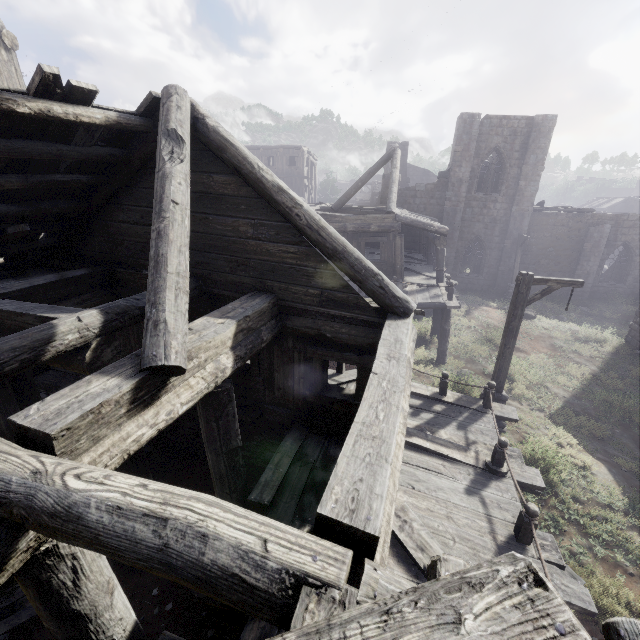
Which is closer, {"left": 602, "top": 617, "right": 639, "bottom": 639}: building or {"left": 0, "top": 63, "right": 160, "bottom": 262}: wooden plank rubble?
{"left": 602, "top": 617, "right": 639, "bottom": 639}: building

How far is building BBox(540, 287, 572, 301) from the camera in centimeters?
2400cm

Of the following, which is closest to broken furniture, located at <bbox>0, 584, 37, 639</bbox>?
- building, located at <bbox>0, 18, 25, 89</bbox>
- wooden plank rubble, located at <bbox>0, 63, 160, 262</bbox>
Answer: building, located at <bbox>0, 18, 25, 89</bbox>

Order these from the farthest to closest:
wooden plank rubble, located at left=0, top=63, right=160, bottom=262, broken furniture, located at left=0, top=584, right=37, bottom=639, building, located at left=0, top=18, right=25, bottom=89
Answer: building, located at left=0, top=18, right=25, bottom=89
broken furniture, located at left=0, top=584, right=37, bottom=639
wooden plank rubble, located at left=0, top=63, right=160, bottom=262

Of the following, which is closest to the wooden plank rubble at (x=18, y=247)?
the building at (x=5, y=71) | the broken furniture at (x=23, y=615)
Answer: the building at (x=5, y=71)

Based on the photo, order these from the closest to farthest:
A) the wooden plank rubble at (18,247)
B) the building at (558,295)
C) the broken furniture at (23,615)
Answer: the wooden plank rubble at (18,247), the broken furniture at (23,615), the building at (558,295)

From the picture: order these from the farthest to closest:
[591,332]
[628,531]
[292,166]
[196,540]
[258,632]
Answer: [292,166], [591,332], [628,531], [258,632], [196,540]
